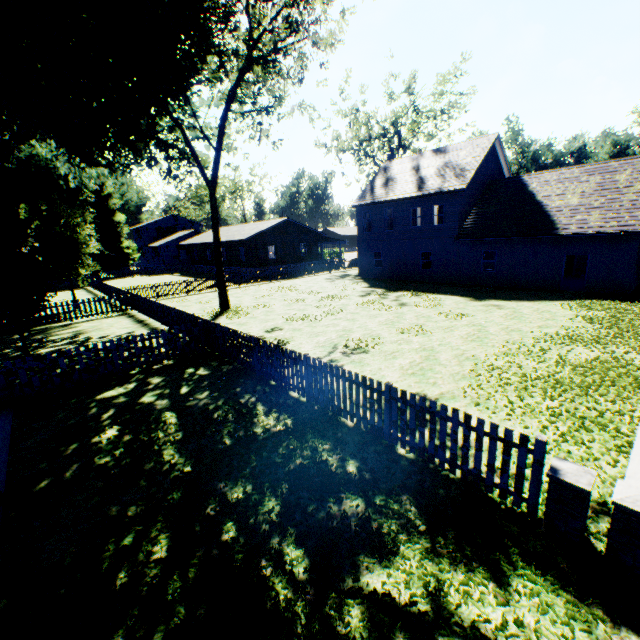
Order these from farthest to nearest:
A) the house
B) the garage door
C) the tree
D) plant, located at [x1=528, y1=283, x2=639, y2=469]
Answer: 1. the house
2. the tree
3. the garage door
4. plant, located at [x1=528, y1=283, x2=639, y2=469]

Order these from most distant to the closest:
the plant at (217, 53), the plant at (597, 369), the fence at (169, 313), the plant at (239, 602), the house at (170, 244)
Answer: the house at (170, 244), the plant at (217, 53), the plant at (597, 369), the fence at (169, 313), the plant at (239, 602)

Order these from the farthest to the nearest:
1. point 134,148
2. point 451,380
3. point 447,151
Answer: point 447,151 → point 134,148 → point 451,380

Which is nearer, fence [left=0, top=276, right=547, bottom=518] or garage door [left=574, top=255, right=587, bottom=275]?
fence [left=0, top=276, right=547, bottom=518]

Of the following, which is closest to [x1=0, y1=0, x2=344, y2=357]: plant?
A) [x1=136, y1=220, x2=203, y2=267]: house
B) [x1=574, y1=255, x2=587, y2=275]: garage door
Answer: [x1=136, y1=220, x2=203, y2=267]: house

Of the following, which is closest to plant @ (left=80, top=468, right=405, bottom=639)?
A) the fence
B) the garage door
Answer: the fence

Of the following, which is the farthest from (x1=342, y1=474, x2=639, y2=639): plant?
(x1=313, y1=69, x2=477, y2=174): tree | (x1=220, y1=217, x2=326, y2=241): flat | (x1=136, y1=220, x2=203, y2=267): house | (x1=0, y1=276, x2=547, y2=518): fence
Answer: (x1=220, y1=217, x2=326, y2=241): flat

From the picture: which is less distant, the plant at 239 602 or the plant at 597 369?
the plant at 239 602
